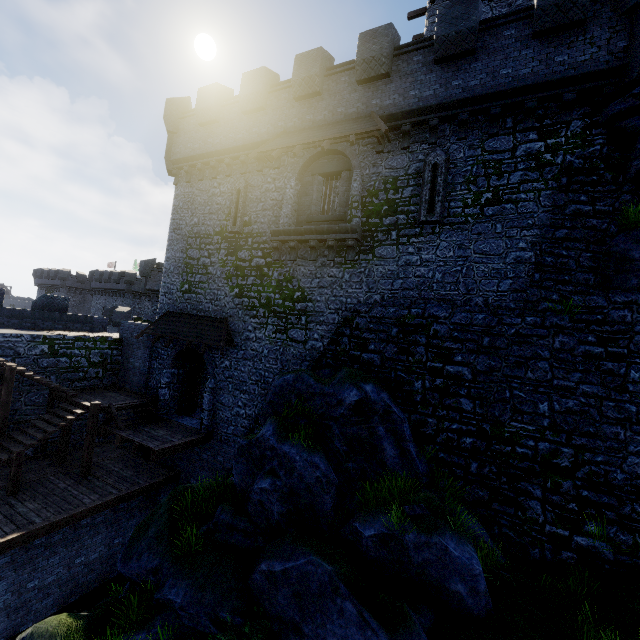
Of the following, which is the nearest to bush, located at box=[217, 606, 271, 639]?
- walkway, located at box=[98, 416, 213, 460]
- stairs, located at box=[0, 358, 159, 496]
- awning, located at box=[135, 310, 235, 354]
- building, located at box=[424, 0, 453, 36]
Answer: walkway, located at box=[98, 416, 213, 460]

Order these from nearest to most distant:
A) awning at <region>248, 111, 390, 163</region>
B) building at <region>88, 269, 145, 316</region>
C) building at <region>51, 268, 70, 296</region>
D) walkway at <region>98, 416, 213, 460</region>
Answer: awning at <region>248, 111, 390, 163</region> < walkway at <region>98, 416, 213, 460</region> < building at <region>88, 269, 145, 316</region> < building at <region>51, 268, 70, 296</region>

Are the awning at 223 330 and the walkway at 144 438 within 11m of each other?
yes

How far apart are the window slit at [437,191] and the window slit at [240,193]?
8.21m

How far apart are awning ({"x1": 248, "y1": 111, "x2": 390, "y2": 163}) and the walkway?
12.6 meters

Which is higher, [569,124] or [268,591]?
[569,124]

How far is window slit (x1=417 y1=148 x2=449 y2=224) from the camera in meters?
11.5 m

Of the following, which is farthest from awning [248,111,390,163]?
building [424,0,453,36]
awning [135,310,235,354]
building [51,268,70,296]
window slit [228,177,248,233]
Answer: building [51,268,70,296]
